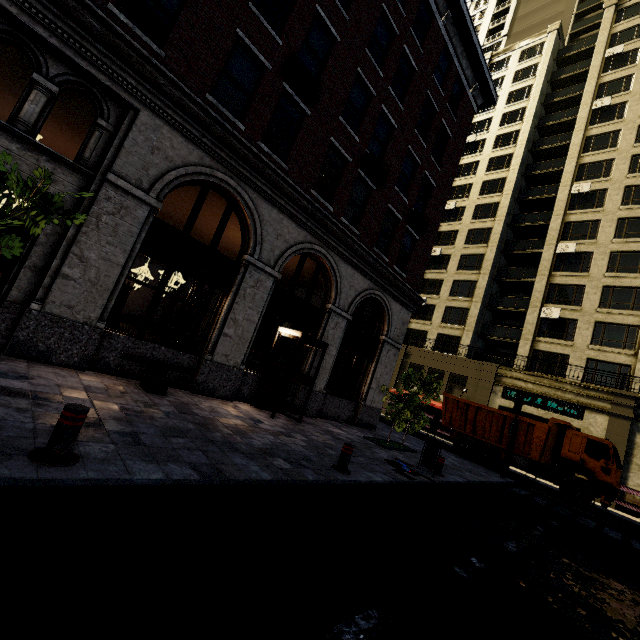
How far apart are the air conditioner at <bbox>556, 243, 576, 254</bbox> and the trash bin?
26.47m

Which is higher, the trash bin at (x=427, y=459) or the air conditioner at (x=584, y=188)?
the air conditioner at (x=584, y=188)

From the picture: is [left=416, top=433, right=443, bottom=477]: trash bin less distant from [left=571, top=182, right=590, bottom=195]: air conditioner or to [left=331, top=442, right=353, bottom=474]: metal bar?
[left=331, top=442, right=353, bottom=474]: metal bar

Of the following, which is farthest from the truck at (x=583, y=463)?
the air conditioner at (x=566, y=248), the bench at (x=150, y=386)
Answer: the air conditioner at (x=566, y=248)

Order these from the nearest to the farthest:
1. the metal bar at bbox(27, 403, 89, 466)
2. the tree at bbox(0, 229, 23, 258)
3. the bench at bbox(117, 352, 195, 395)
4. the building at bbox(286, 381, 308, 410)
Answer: the metal bar at bbox(27, 403, 89, 466), the tree at bbox(0, 229, 23, 258), the bench at bbox(117, 352, 195, 395), the building at bbox(286, 381, 308, 410)

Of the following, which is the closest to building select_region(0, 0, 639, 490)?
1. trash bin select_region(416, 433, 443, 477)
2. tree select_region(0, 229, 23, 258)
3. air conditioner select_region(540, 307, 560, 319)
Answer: air conditioner select_region(540, 307, 560, 319)

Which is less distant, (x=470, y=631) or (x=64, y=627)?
(x=64, y=627)

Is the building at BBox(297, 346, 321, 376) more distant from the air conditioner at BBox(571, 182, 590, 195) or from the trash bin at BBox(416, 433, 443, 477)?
the trash bin at BBox(416, 433, 443, 477)
